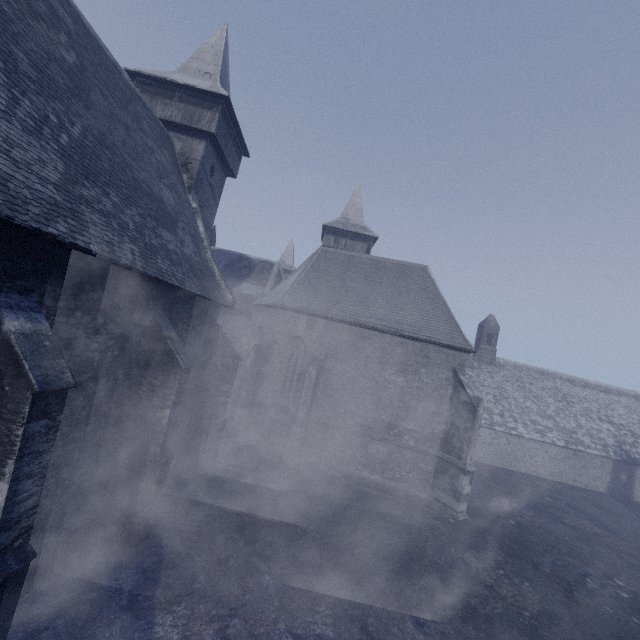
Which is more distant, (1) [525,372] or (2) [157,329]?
(1) [525,372]
